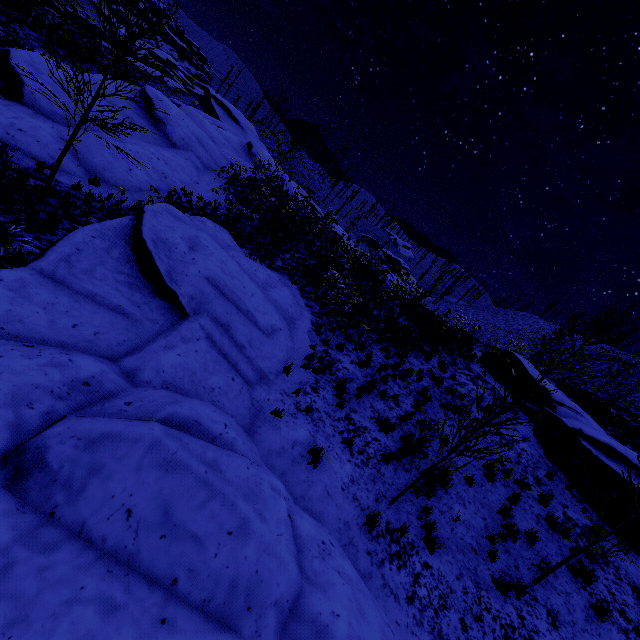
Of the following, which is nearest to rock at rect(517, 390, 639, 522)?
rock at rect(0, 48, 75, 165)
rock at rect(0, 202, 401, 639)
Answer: rock at rect(0, 202, 401, 639)

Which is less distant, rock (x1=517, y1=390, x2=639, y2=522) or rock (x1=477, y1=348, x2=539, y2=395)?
rock (x1=517, y1=390, x2=639, y2=522)

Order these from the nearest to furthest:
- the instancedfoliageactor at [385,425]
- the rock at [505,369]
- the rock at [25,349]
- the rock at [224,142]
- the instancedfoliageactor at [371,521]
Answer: the rock at [25,349], the instancedfoliageactor at [371,521], the instancedfoliageactor at [385,425], the rock at [224,142], the rock at [505,369]

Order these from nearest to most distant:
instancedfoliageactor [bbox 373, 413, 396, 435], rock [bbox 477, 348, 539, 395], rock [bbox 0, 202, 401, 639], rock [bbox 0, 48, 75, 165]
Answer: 1. rock [bbox 0, 202, 401, 639]
2. instancedfoliageactor [bbox 373, 413, 396, 435]
3. rock [bbox 0, 48, 75, 165]
4. rock [bbox 477, 348, 539, 395]

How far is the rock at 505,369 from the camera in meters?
15.1 m

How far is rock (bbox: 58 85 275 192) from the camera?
12.77m

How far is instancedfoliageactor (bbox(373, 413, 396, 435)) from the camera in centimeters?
931cm

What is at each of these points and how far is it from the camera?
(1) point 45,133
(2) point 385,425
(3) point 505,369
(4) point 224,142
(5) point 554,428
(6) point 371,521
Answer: (1) rock, 11.6 meters
(2) instancedfoliageactor, 9.4 meters
(3) rock, 16.2 meters
(4) rock, 26.4 meters
(5) rock, 11.9 meters
(6) instancedfoliageactor, 6.6 meters
